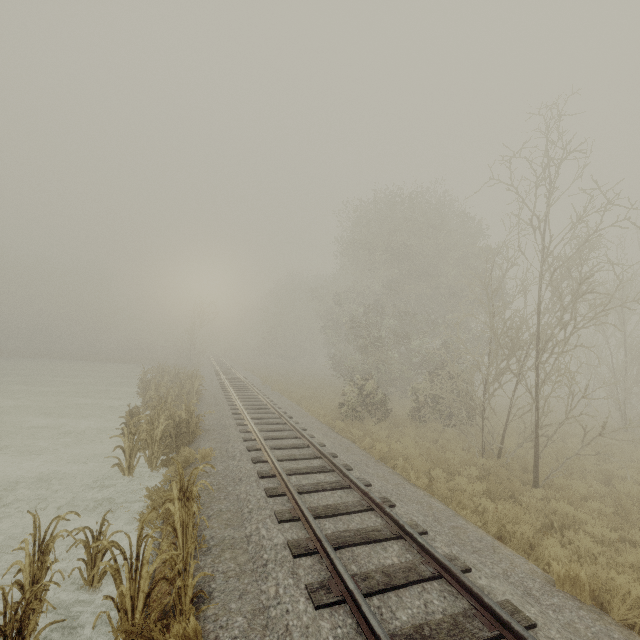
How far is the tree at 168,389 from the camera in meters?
9.1

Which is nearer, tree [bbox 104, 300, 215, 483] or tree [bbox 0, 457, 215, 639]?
tree [bbox 0, 457, 215, 639]

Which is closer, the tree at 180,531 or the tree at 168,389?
the tree at 180,531

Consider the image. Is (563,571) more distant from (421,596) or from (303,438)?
(303,438)

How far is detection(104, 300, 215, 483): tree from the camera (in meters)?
9.12
